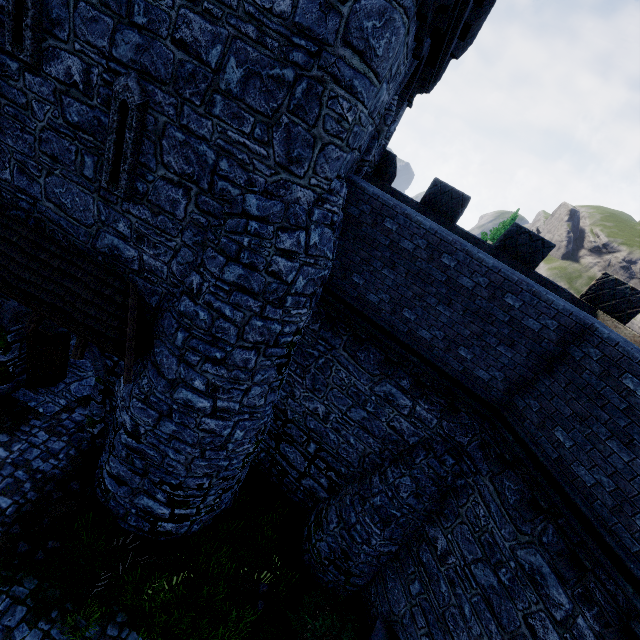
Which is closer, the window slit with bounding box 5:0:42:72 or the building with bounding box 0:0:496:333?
the building with bounding box 0:0:496:333

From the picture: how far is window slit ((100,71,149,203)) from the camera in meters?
5.6

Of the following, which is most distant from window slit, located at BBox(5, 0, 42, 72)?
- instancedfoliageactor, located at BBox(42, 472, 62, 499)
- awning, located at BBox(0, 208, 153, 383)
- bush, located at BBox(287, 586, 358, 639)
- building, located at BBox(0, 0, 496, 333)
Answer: bush, located at BBox(287, 586, 358, 639)

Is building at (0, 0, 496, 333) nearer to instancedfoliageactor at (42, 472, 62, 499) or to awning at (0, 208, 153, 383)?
awning at (0, 208, 153, 383)

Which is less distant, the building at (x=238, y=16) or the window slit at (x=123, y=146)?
the building at (x=238, y=16)

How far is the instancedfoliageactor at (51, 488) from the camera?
8.7m

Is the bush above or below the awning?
below

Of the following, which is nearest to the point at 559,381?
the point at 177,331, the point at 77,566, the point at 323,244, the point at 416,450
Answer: the point at 416,450
